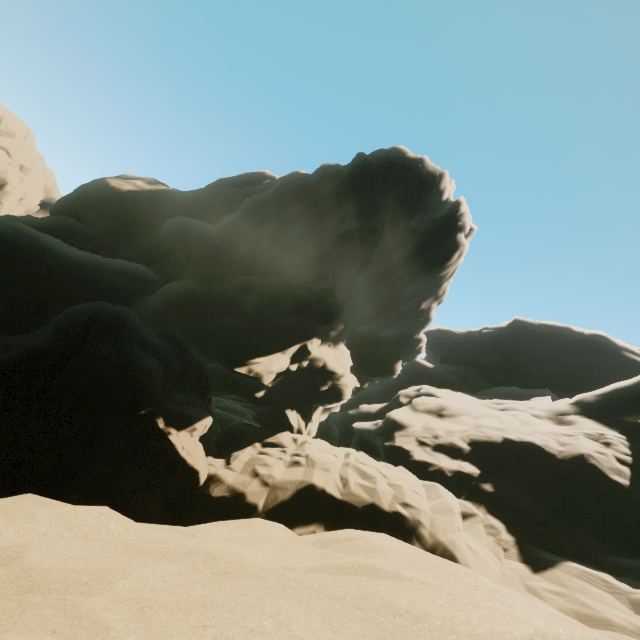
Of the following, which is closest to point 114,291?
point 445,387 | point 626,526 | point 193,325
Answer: point 193,325
